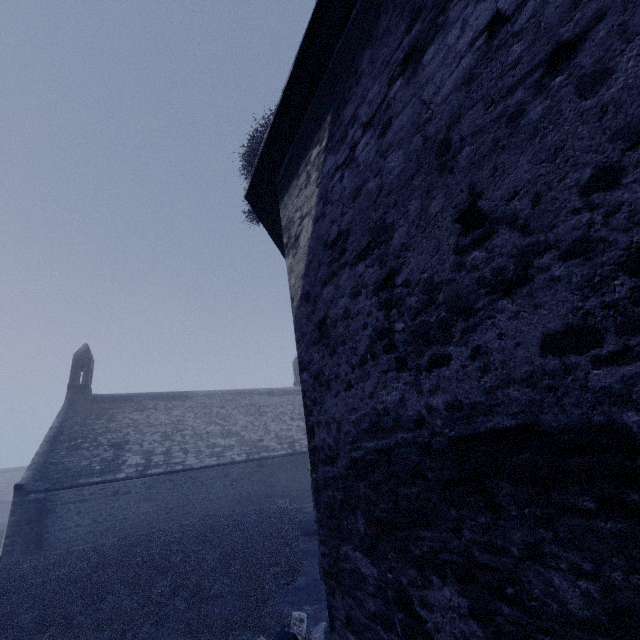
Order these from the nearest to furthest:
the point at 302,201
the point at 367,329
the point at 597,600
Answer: the point at 597,600 < the point at 367,329 < the point at 302,201
